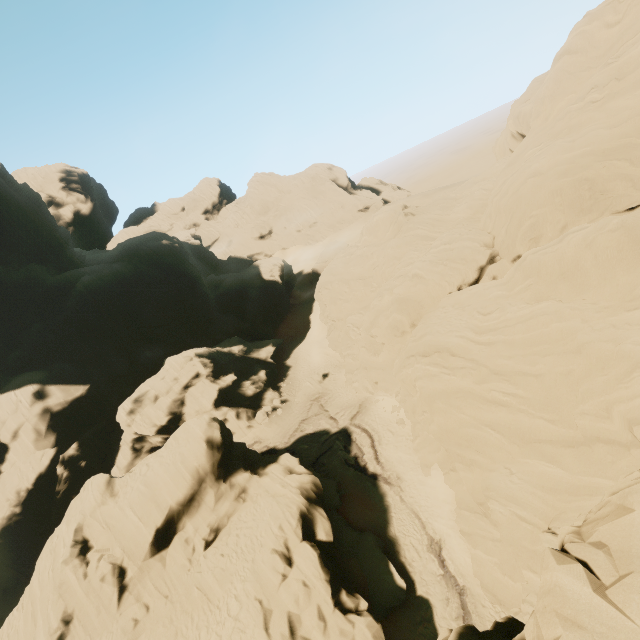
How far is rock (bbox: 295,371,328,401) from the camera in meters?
41.4

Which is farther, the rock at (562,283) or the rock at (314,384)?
the rock at (314,384)

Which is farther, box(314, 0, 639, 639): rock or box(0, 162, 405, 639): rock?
box(0, 162, 405, 639): rock

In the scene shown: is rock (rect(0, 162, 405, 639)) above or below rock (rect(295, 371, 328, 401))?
above

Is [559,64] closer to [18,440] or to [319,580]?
[319,580]

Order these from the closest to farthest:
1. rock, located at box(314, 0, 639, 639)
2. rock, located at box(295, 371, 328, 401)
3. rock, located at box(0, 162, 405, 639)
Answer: rock, located at box(314, 0, 639, 639) < rock, located at box(0, 162, 405, 639) < rock, located at box(295, 371, 328, 401)

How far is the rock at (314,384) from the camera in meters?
41.4 m
